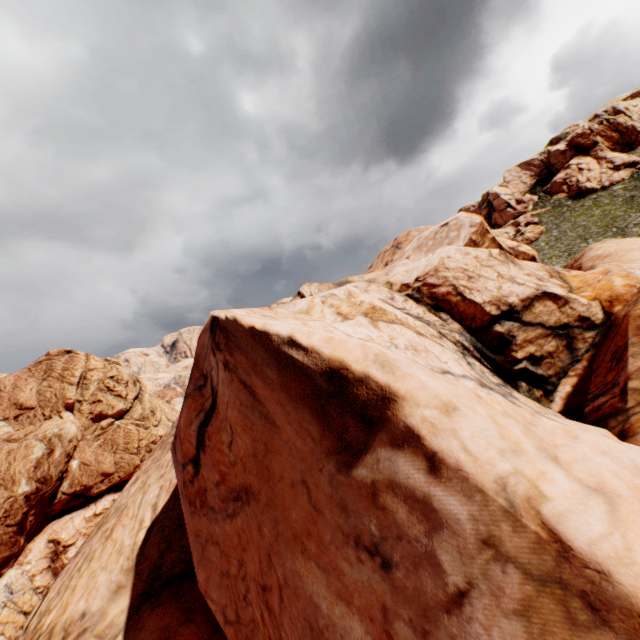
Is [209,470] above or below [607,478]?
above
